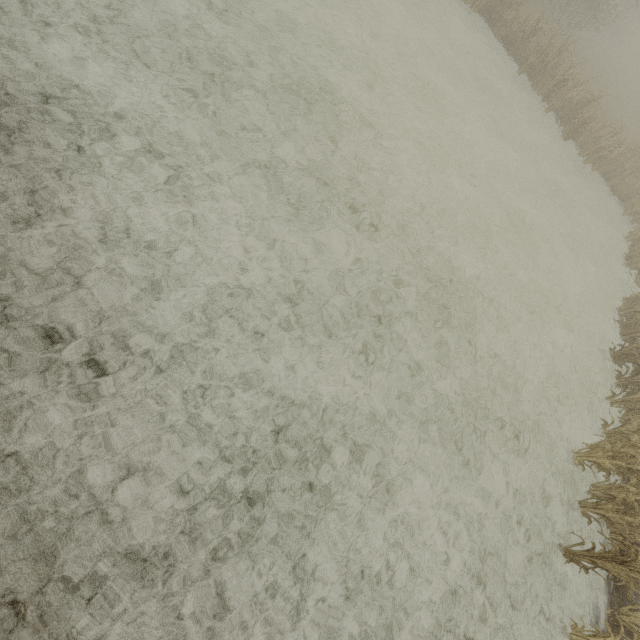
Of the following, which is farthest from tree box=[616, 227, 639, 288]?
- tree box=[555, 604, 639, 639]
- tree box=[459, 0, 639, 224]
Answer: tree box=[555, 604, 639, 639]

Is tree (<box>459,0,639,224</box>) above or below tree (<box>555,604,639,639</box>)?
above

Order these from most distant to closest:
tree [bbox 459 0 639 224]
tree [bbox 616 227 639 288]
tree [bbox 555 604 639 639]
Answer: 1. tree [bbox 459 0 639 224]
2. tree [bbox 616 227 639 288]
3. tree [bbox 555 604 639 639]

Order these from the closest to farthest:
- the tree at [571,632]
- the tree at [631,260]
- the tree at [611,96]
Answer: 1. the tree at [571,632]
2. the tree at [631,260]
3. the tree at [611,96]

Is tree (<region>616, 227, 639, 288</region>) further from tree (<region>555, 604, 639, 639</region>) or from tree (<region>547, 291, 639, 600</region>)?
tree (<region>555, 604, 639, 639</region>)

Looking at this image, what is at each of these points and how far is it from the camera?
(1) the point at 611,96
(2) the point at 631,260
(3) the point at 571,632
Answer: (1) tree, 27.66m
(2) tree, 14.03m
(3) tree, 5.29m

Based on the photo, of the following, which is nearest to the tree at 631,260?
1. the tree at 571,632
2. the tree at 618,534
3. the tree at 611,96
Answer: the tree at 611,96

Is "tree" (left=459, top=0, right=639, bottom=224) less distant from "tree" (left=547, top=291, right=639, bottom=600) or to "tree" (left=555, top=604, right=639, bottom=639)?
"tree" (left=547, top=291, right=639, bottom=600)
